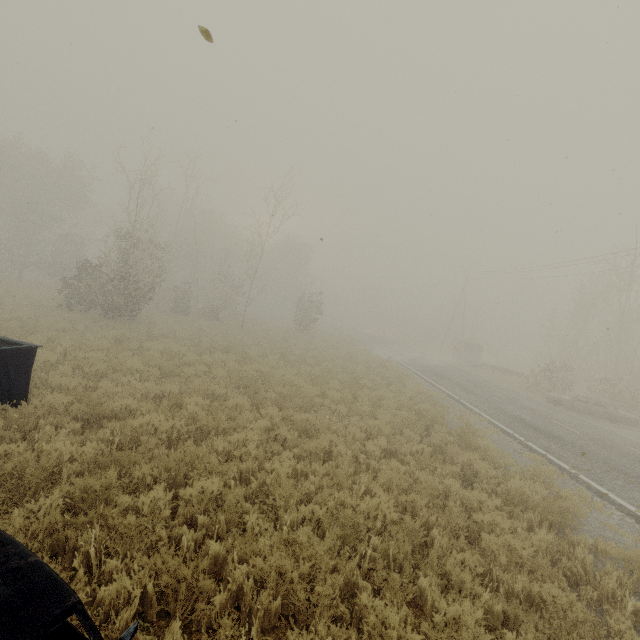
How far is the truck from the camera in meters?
30.2 m

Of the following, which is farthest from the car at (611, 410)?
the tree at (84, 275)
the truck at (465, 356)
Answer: the tree at (84, 275)

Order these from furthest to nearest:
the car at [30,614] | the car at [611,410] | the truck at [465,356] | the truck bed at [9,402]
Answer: the truck at [465,356], the car at [611,410], the truck bed at [9,402], the car at [30,614]

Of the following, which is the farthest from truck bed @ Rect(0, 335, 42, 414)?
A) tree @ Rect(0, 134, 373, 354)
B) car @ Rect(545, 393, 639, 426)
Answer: car @ Rect(545, 393, 639, 426)

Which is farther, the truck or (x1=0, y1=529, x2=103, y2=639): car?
the truck

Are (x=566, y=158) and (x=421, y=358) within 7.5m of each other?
no

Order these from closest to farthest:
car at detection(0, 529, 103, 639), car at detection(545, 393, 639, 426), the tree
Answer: car at detection(0, 529, 103, 639), car at detection(545, 393, 639, 426), the tree

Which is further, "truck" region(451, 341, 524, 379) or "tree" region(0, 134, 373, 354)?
"truck" region(451, 341, 524, 379)
